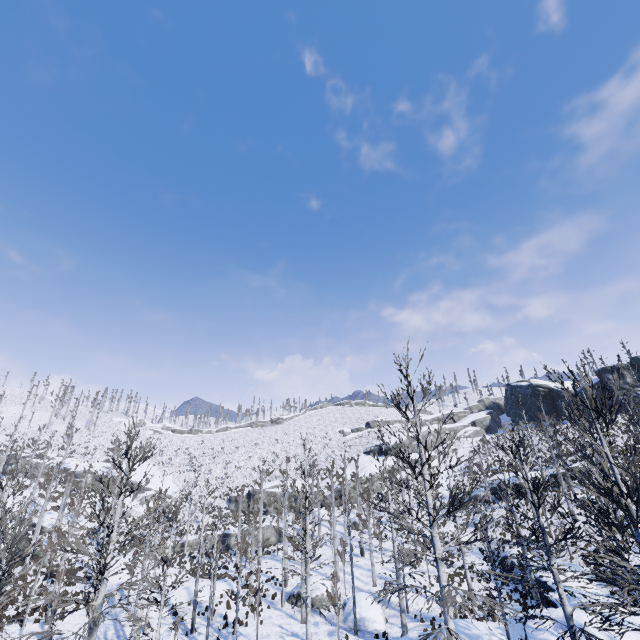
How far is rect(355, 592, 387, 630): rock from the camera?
21.4 meters

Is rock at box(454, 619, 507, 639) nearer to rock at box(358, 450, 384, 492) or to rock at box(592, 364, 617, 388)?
rock at box(358, 450, 384, 492)

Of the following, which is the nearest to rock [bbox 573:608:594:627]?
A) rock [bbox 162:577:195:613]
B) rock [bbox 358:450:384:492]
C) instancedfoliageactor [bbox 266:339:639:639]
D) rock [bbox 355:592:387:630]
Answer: instancedfoliageactor [bbox 266:339:639:639]

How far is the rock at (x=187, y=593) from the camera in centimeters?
2385cm

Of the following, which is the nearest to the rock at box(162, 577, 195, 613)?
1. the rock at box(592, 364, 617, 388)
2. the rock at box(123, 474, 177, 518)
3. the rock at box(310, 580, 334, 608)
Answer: the rock at box(310, 580, 334, 608)

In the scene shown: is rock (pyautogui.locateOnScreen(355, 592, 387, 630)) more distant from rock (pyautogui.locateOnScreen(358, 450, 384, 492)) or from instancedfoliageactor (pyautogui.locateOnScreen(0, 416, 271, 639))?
rock (pyautogui.locateOnScreen(358, 450, 384, 492))

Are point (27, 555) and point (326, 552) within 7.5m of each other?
no

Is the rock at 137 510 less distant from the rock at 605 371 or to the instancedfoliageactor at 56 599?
the instancedfoliageactor at 56 599
